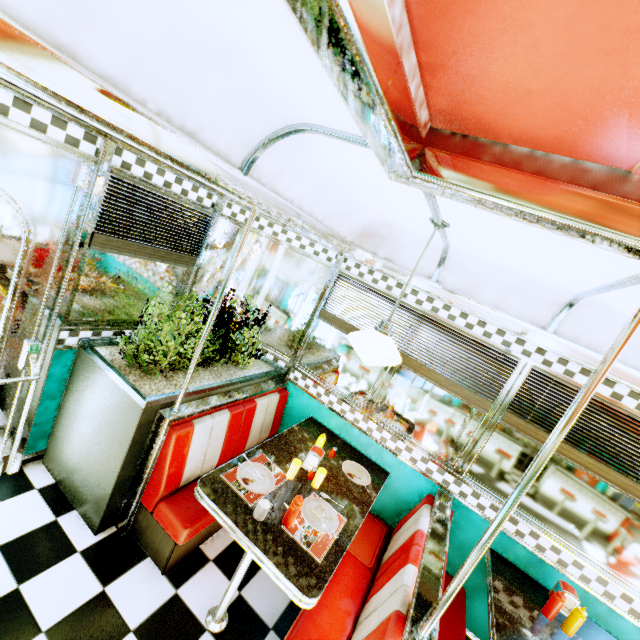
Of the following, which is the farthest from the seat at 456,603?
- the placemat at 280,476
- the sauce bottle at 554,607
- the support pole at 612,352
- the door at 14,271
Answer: the door at 14,271

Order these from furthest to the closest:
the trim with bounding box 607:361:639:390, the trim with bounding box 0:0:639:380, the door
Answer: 1. the trim with bounding box 607:361:639:390
2. the door
3. the trim with bounding box 0:0:639:380

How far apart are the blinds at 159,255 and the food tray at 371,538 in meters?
2.7 m

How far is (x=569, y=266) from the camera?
1.8m

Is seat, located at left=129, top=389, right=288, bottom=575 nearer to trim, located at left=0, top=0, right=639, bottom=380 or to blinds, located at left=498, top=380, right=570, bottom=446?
trim, located at left=0, top=0, right=639, bottom=380

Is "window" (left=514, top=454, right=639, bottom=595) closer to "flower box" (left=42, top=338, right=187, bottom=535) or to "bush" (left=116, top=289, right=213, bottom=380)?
"flower box" (left=42, top=338, right=187, bottom=535)

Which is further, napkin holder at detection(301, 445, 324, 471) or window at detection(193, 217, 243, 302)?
window at detection(193, 217, 243, 302)

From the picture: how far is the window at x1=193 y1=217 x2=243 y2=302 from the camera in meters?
3.2
